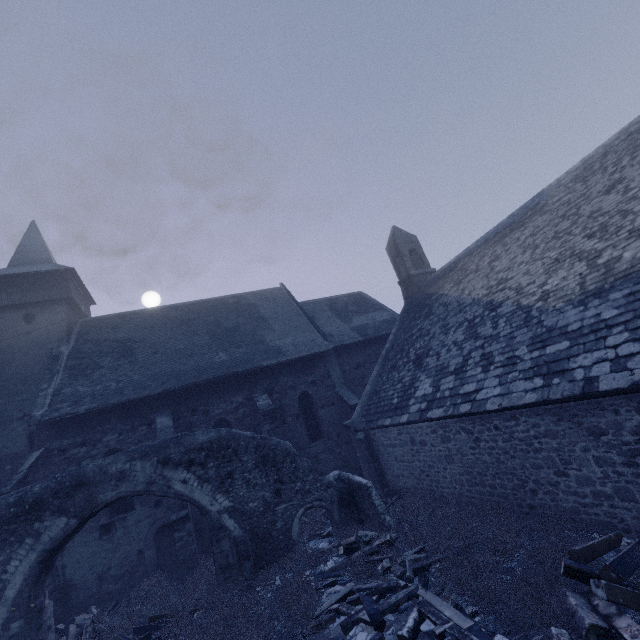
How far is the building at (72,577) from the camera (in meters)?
11.36

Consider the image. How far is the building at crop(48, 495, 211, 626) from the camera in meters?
11.4 m

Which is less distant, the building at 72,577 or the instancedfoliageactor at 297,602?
the instancedfoliageactor at 297,602

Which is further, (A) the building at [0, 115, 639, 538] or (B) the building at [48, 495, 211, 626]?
(B) the building at [48, 495, 211, 626]

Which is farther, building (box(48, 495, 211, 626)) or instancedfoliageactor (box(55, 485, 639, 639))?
building (box(48, 495, 211, 626))

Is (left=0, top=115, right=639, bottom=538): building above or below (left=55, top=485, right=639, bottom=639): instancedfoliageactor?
above

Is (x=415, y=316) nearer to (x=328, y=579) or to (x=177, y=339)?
(x=328, y=579)
